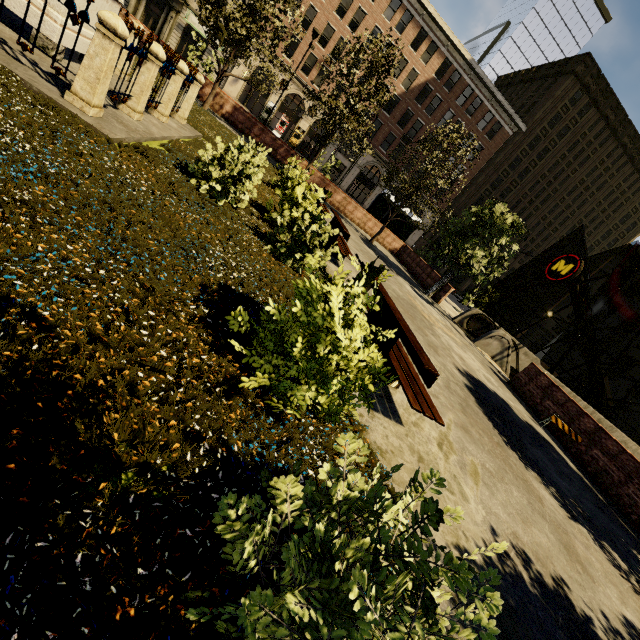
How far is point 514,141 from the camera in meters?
40.5

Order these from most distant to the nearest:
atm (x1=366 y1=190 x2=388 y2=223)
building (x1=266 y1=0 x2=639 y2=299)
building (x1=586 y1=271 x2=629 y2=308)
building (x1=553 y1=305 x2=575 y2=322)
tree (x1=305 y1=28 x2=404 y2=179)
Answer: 1. building (x1=553 y1=305 x2=575 y2=322)
2. building (x1=586 y1=271 x2=629 y2=308)
3. building (x1=266 y1=0 x2=639 y2=299)
4. atm (x1=366 y1=190 x2=388 y2=223)
5. tree (x1=305 y1=28 x2=404 y2=179)

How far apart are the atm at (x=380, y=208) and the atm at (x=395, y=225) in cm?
175

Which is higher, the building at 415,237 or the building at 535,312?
the building at 535,312

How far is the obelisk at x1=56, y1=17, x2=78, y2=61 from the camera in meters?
6.0 m

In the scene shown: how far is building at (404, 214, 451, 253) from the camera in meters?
44.8 m

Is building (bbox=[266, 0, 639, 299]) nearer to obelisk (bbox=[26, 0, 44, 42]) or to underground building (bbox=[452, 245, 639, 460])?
underground building (bbox=[452, 245, 639, 460])

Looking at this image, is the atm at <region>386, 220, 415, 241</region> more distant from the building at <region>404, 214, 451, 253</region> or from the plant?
the building at <region>404, 214, 451, 253</region>
